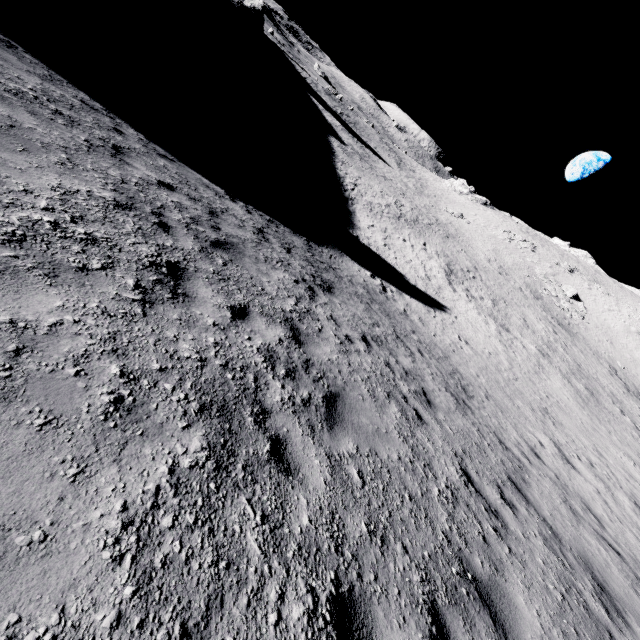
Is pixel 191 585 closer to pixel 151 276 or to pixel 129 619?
pixel 129 619

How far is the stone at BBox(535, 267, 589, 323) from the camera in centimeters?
4422cm

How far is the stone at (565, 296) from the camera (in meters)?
44.22
